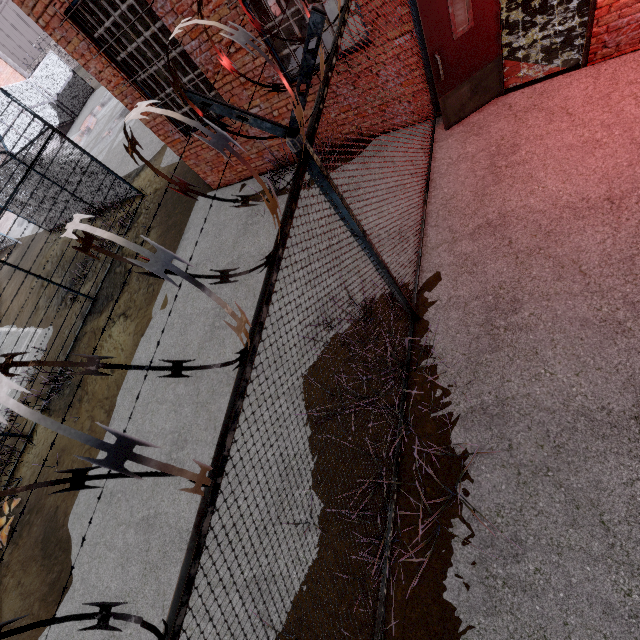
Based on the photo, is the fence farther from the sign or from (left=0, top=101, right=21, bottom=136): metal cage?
(left=0, top=101, right=21, bottom=136): metal cage

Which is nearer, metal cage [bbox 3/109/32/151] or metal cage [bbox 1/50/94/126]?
metal cage [bbox 3/109/32/151]

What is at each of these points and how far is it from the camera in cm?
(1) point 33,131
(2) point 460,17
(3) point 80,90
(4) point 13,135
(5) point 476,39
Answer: (1) metal cage, 2220
(2) sign, 442
(3) metal cage, 2461
(4) metal cage, 2131
(5) door, 446

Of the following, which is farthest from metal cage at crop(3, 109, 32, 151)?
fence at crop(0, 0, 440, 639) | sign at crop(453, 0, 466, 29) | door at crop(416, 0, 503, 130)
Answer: sign at crop(453, 0, 466, 29)

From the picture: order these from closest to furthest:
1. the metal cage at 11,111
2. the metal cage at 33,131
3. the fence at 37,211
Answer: the fence at 37,211 → the metal cage at 11,111 → the metal cage at 33,131

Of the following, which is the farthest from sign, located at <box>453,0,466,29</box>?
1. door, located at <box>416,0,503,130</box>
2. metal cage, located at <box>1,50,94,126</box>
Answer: metal cage, located at <box>1,50,94,126</box>

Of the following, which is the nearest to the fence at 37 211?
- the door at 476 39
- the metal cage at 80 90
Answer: the door at 476 39

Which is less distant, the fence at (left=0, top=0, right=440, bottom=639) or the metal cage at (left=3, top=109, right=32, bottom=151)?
the fence at (left=0, top=0, right=440, bottom=639)
